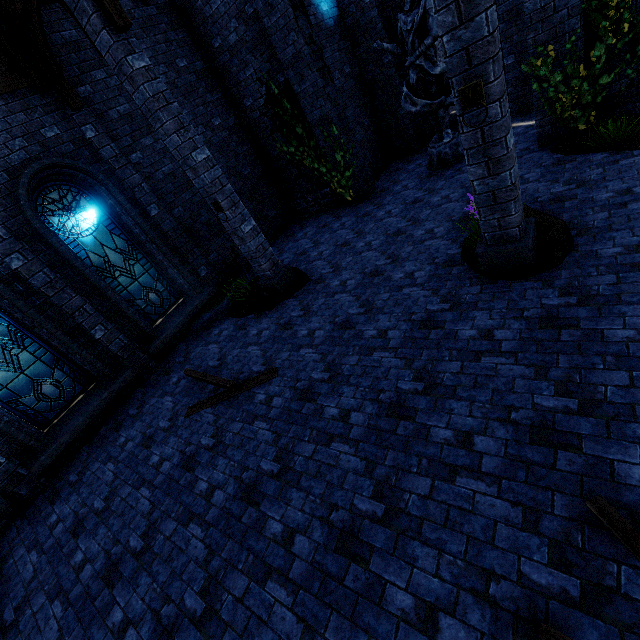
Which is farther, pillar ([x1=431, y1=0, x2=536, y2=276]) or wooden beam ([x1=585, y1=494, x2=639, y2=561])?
pillar ([x1=431, y1=0, x2=536, y2=276])

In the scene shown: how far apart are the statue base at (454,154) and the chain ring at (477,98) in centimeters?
583cm

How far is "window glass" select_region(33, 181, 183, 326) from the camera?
7.0 meters

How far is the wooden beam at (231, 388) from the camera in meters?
5.6

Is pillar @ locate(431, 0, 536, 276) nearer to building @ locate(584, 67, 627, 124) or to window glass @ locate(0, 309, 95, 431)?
building @ locate(584, 67, 627, 124)

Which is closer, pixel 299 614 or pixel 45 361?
pixel 299 614

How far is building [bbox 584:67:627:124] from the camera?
6.15m

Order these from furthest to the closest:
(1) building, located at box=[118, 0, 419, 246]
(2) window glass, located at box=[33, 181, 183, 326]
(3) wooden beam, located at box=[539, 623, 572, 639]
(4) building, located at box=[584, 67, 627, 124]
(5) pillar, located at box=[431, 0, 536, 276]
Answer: (1) building, located at box=[118, 0, 419, 246] → (2) window glass, located at box=[33, 181, 183, 326] → (4) building, located at box=[584, 67, 627, 124] → (5) pillar, located at box=[431, 0, 536, 276] → (3) wooden beam, located at box=[539, 623, 572, 639]
